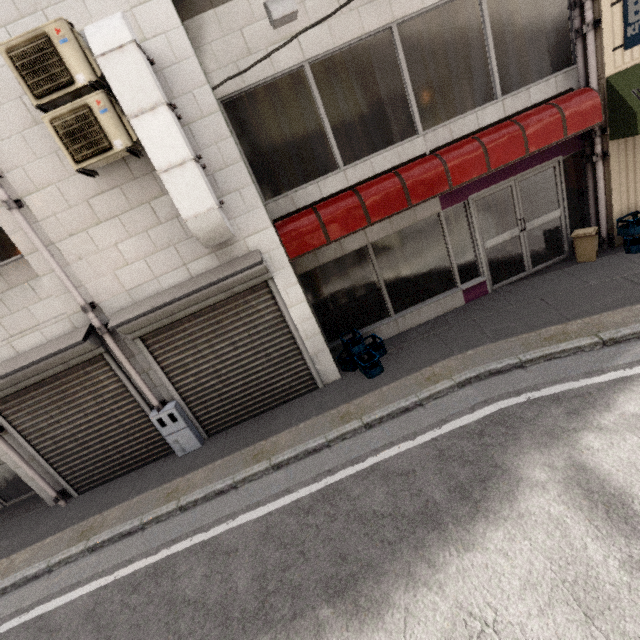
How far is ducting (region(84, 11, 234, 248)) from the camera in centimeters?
368cm

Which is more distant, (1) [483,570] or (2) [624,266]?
(2) [624,266]

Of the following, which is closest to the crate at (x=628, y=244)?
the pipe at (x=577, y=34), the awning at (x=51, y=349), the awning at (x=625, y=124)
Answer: the pipe at (x=577, y=34)

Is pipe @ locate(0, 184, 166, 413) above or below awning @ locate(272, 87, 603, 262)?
above

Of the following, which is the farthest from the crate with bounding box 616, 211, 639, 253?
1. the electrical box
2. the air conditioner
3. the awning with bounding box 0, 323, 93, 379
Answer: the awning with bounding box 0, 323, 93, 379

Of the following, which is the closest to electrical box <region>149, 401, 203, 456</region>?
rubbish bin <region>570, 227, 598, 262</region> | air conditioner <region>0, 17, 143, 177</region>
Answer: air conditioner <region>0, 17, 143, 177</region>

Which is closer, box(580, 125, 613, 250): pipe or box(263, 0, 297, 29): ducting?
box(263, 0, 297, 29): ducting

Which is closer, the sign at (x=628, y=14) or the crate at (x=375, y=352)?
the sign at (x=628, y=14)
